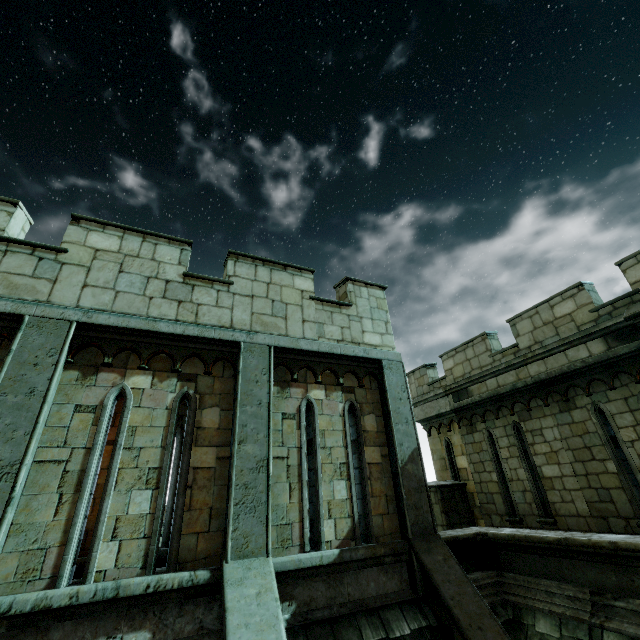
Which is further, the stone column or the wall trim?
the stone column

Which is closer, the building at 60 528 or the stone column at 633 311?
the building at 60 528

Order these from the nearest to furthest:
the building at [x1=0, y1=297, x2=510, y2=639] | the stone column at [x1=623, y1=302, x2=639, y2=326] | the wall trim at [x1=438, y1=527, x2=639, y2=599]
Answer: the building at [x1=0, y1=297, x2=510, y2=639] → the wall trim at [x1=438, y1=527, x2=639, y2=599] → the stone column at [x1=623, y1=302, x2=639, y2=326]

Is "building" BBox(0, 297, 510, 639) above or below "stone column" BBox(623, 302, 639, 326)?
below

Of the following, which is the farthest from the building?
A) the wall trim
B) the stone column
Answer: the stone column

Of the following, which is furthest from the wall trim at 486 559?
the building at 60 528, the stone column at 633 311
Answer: the stone column at 633 311

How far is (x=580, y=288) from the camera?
8.3 meters
